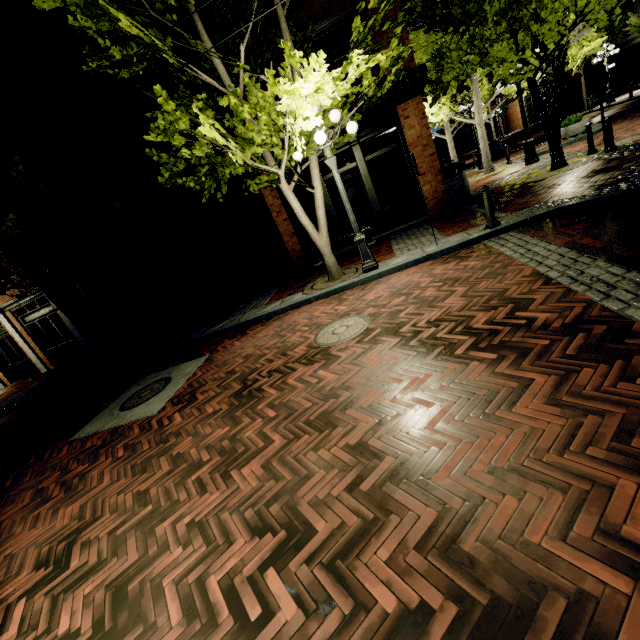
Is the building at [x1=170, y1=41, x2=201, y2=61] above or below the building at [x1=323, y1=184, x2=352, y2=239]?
above

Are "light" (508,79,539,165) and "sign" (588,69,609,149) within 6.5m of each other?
yes

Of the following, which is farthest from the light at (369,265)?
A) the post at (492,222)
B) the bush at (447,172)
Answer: the bush at (447,172)

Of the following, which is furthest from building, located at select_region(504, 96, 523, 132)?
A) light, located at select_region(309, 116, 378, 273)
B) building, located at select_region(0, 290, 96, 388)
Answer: light, located at select_region(309, 116, 378, 273)

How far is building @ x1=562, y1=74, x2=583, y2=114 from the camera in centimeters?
3064cm

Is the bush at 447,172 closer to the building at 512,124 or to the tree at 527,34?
the building at 512,124

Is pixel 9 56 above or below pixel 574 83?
above
